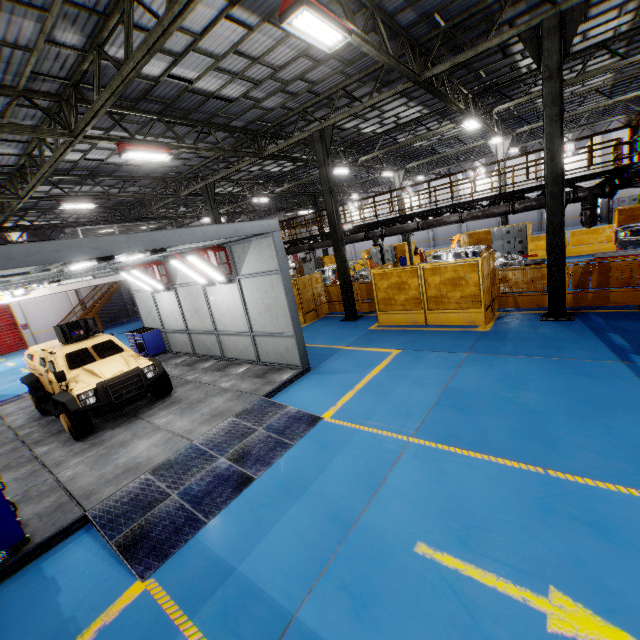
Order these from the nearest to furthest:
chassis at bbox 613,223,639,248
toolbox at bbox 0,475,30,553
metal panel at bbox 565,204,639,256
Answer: toolbox at bbox 0,475,30,553, chassis at bbox 613,223,639,248, metal panel at bbox 565,204,639,256

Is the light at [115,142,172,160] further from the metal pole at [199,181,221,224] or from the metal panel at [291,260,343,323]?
the metal panel at [291,260,343,323]

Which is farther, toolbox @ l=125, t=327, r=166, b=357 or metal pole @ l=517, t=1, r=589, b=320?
toolbox @ l=125, t=327, r=166, b=357

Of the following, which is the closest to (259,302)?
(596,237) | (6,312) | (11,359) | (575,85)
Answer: (596,237)

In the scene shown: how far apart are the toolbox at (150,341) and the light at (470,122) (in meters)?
16.82

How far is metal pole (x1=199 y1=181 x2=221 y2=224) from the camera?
17.9 meters

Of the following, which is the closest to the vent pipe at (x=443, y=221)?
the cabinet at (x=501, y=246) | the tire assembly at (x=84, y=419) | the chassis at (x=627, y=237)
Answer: the chassis at (x=627, y=237)

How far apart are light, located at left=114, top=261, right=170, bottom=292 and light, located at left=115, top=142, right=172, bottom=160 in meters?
3.5 m
